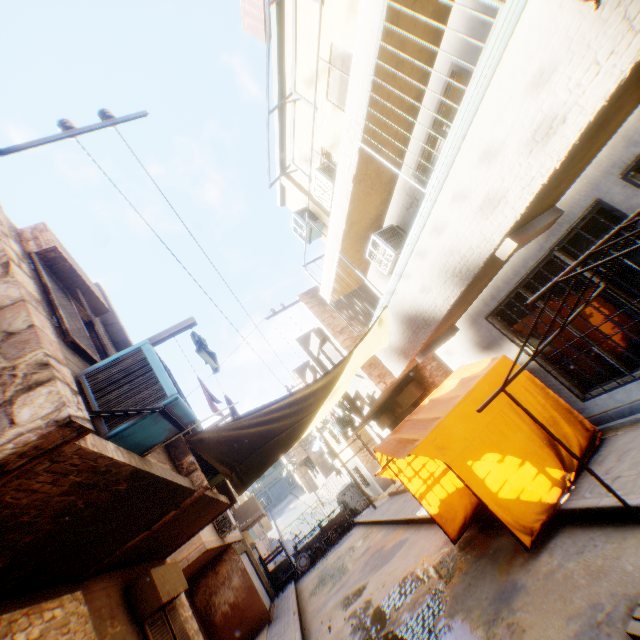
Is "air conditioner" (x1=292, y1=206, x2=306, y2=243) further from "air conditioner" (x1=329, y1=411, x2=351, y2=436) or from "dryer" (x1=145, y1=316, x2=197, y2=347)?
"air conditioner" (x1=329, y1=411, x2=351, y2=436)

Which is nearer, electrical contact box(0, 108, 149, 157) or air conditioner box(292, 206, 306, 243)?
electrical contact box(0, 108, 149, 157)

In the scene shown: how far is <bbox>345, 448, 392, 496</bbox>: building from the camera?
20.19m

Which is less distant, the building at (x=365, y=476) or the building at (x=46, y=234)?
the building at (x=46, y=234)

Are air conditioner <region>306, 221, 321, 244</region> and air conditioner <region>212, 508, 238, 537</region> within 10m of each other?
no

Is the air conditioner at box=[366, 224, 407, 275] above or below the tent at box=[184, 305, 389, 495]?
above

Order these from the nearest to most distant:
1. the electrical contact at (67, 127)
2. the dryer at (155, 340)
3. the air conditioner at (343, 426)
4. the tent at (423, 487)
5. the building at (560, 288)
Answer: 1. the electrical contact at (67, 127)
2. the dryer at (155, 340)
3. the tent at (423, 487)
4. the building at (560, 288)
5. the air conditioner at (343, 426)

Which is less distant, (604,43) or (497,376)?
(604,43)
